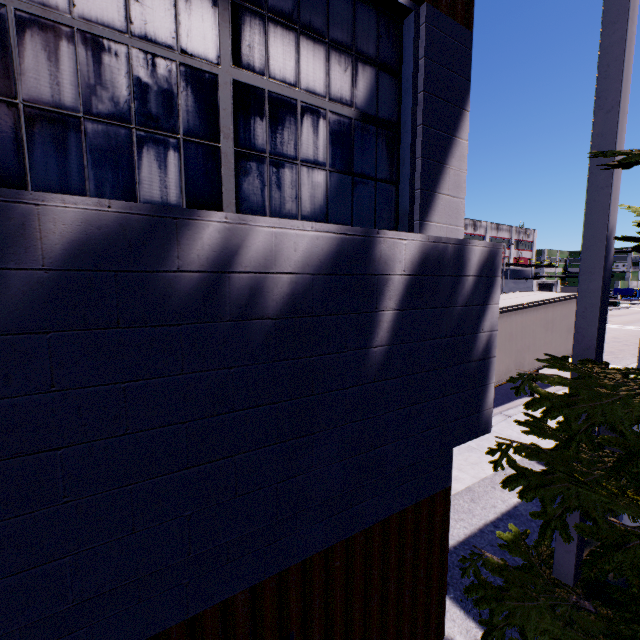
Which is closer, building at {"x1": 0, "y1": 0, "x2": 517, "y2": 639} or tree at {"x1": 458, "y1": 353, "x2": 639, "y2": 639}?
building at {"x1": 0, "y1": 0, "x2": 517, "y2": 639}

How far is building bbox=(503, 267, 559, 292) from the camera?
49.8 meters

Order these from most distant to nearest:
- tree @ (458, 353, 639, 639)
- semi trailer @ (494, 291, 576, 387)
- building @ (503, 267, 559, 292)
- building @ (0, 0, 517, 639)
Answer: building @ (503, 267, 559, 292) < semi trailer @ (494, 291, 576, 387) < tree @ (458, 353, 639, 639) < building @ (0, 0, 517, 639)

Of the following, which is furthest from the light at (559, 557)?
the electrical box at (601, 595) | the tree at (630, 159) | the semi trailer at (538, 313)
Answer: the semi trailer at (538, 313)

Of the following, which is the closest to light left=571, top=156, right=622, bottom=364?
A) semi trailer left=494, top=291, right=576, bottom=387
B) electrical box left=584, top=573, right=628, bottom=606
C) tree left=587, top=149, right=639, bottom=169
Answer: tree left=587, top=149, right=639, bottom=169

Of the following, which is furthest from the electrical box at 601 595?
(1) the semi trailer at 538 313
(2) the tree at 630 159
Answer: (1) the semi trailer at 538 313

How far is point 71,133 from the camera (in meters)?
1.33

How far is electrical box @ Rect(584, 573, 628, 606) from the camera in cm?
372
